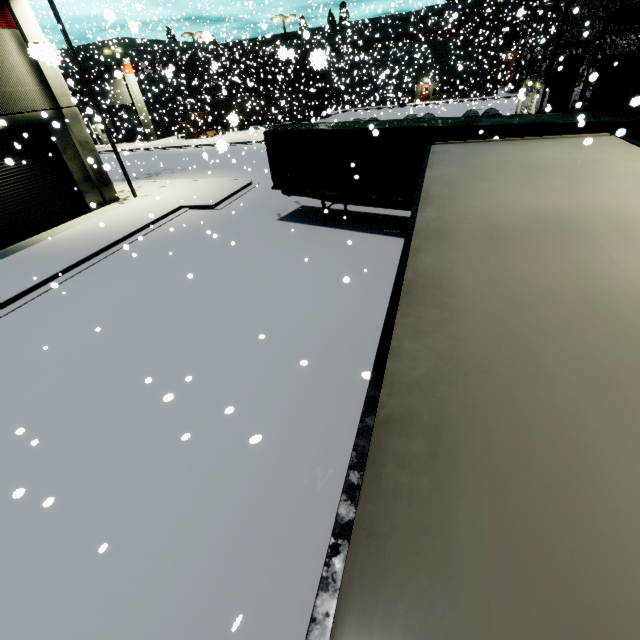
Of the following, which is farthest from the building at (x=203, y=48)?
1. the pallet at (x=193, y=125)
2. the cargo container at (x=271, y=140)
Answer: the cargo container at (x=271, y=140)

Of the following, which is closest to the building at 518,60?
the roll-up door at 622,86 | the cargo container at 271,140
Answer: the roll-up door at 622,86

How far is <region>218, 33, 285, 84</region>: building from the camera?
35.6 meters

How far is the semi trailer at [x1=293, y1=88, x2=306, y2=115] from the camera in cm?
4212

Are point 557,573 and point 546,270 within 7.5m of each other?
yes

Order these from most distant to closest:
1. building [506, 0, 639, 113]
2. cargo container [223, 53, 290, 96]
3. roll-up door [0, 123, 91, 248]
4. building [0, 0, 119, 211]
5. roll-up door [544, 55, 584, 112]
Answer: cargo container [223, 53, 290, 96] < roll-up door [544, 55, 584, 112] < roll-up door [0, 123, 91, 248] < building [0, 0, 119, 211] < building [506, 0, 639, 113]

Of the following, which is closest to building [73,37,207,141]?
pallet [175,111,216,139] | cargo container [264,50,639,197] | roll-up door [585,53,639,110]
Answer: roll-up door [585,53,639,110]

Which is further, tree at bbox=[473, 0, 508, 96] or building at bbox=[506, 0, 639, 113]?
tree at bbox=[473, 0, 508, 96]
